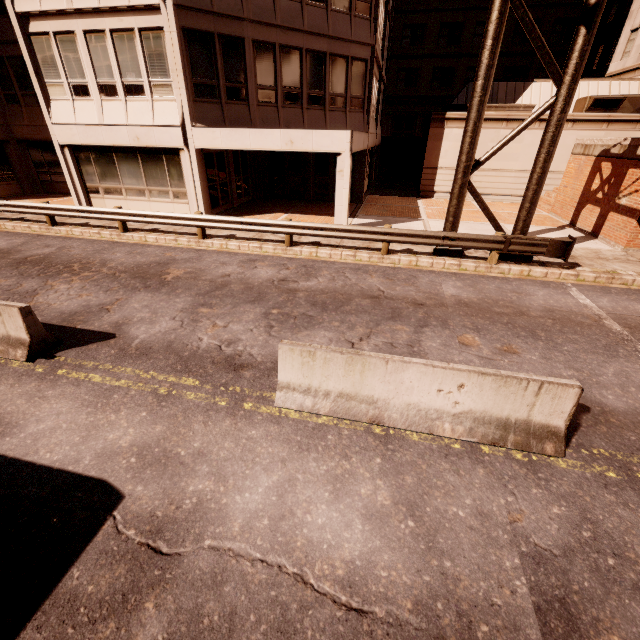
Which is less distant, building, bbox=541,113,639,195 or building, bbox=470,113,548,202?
building, bbox=541,113,639,195

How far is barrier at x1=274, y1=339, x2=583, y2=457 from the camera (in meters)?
4.19

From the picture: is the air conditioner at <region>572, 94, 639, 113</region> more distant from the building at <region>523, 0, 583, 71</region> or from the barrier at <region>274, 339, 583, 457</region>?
the barrier at <region>274, 339, 583, 457</region>

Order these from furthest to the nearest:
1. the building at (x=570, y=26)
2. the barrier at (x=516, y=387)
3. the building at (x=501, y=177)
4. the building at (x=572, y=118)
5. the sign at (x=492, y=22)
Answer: the building at (x=570, y=26) < the building at (x=501, y=177) < the building at (x=572, y=118) < the sign at (x=492, y=22) < the barrier at (x=516, y=387)

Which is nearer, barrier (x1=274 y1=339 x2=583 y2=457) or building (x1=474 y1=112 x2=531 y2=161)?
barrier (x1=274 y1=339 x2=583 y2=457)

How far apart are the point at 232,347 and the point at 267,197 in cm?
1694

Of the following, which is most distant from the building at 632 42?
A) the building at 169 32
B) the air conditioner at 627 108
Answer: the building at 169 32

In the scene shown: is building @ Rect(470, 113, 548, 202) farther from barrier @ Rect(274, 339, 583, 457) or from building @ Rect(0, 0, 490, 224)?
barrier @ Rect(274, 339, 583, 457)
